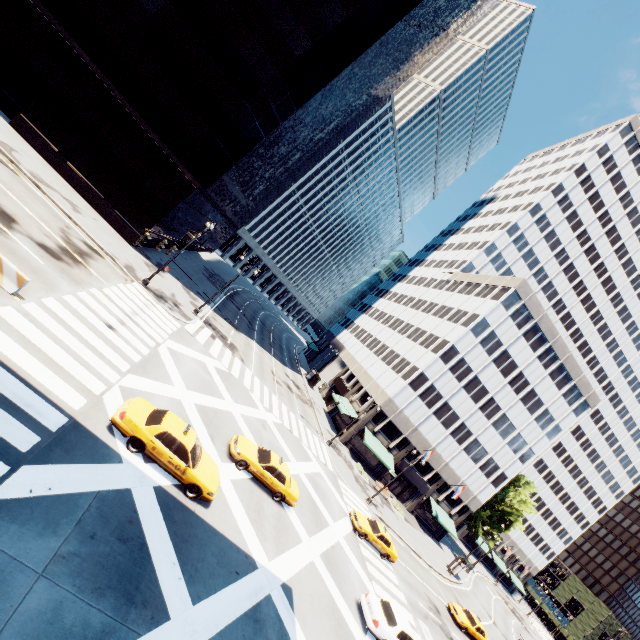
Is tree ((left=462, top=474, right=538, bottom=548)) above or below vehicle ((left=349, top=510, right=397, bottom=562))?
above

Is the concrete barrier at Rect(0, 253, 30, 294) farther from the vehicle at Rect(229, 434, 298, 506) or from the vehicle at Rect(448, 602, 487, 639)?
the vehicle at Rect(448, 602, 487, 639)

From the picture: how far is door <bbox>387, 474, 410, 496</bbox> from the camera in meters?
46.2 m

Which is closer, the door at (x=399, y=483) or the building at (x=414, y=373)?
the building at (x=414, y=373)

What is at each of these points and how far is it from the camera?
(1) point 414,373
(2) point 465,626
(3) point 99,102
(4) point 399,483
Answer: (1) building, 42.8m
(2) vehicle, 28.4m
(3) building, 26.9m
(4) door, 46.4m

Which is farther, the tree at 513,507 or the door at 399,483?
the tree at 513,507

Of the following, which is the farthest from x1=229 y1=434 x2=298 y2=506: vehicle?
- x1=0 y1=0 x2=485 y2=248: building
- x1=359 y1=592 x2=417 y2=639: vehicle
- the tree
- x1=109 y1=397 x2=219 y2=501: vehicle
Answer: the tree

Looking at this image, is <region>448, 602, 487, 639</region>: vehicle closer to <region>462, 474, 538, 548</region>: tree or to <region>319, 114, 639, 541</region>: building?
<region>319, 114, 639, 541</region>: building
